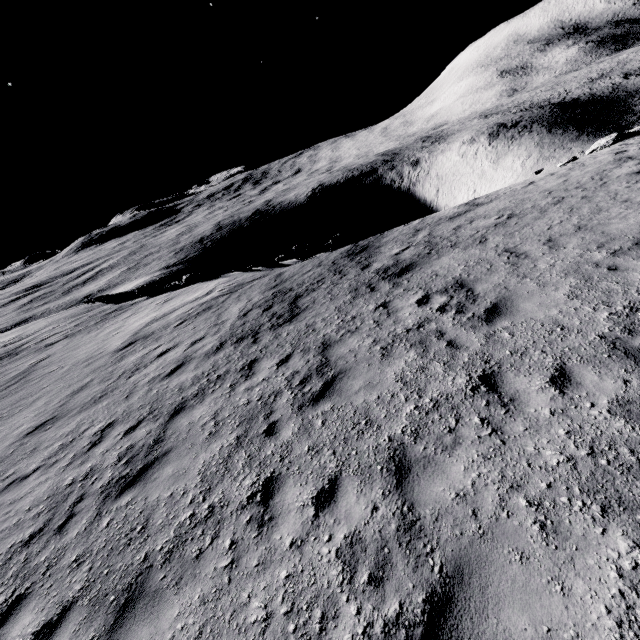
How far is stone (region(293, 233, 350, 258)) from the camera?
19.05m

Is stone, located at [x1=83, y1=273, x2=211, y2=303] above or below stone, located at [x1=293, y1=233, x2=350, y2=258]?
above

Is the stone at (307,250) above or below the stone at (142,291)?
below

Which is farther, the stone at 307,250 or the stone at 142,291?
the stone at 142,291

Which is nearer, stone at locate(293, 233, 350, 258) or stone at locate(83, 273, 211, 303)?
stone at locate(293, 233, 350, 258)

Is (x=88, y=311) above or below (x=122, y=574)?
below

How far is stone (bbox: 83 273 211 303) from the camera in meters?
22.1
